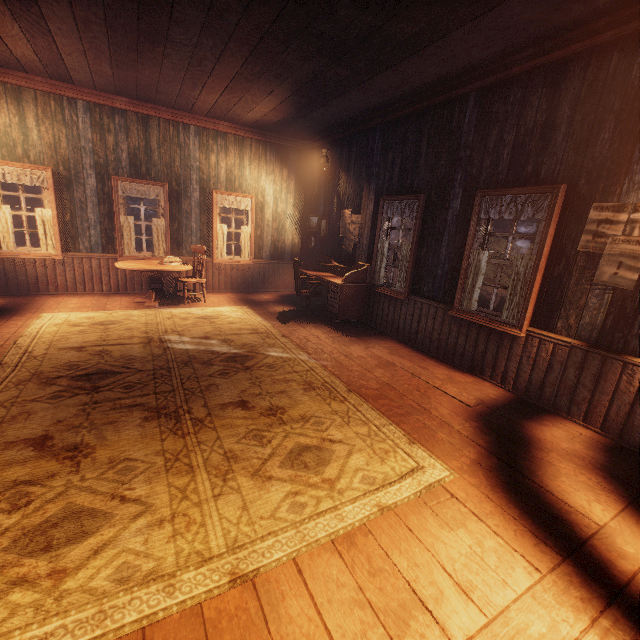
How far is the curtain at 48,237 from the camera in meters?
6.2 m

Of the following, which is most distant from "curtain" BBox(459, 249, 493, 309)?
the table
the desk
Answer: the table

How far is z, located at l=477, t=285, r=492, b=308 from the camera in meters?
15.7

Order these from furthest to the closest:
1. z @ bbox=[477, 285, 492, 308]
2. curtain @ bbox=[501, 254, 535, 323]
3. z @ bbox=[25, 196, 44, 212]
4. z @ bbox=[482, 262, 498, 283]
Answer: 1. z @ bbox=[25, 196, 44, 212]
2. z @ bbox=[482, 262, 498, 283]
3. z @ bbox=[477, 285, 492, 308]
4. curtain @ bbox=[501, 254, 535, 323]

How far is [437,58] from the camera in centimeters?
398cm

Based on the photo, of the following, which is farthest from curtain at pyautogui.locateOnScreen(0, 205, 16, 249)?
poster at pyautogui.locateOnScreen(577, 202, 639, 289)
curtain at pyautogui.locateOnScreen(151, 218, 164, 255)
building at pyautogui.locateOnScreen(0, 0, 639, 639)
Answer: poster at pyautogui.locateOnScreen(577, 202, 639, 289)

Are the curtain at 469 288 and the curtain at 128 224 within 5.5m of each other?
no

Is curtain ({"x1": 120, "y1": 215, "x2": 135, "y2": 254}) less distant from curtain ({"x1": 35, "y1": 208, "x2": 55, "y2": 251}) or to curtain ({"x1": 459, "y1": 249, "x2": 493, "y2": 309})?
curtain ({"x1": 35, "y1": 208, "x2": 55, "y2": 251})
